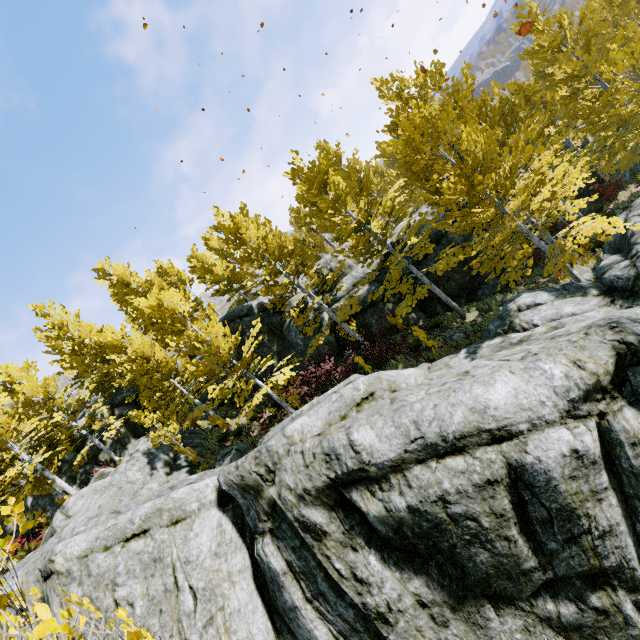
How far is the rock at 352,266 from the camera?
19.05m

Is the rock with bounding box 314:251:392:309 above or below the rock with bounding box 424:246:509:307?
above

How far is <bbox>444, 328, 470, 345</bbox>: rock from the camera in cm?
1351

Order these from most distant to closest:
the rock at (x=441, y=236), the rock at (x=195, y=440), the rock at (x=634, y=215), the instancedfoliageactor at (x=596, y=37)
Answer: the rock at (x=441, y=236), the rock at (x=195, y=440), the instancedfoliageactor at (x=596, y=37), the rock at (x=634, y=215)

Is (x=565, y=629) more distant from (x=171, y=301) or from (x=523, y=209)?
(x=171, y=301)
